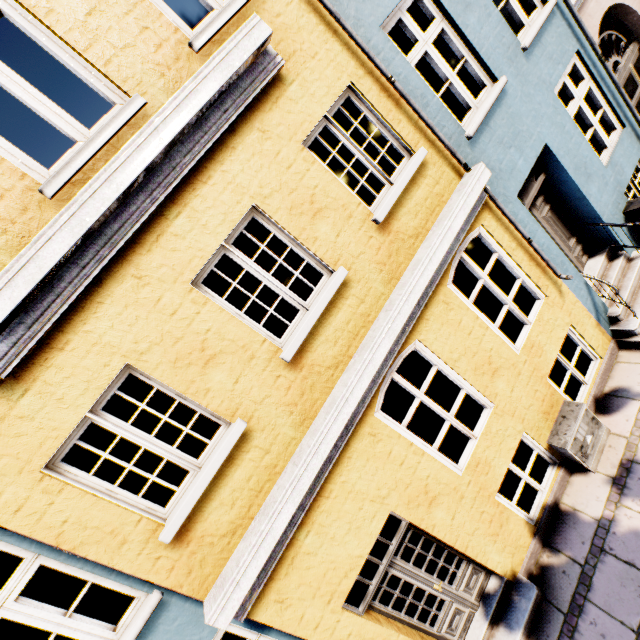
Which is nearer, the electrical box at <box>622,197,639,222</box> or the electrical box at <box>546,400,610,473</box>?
the electrical box at <box>546,400,610,473</box>

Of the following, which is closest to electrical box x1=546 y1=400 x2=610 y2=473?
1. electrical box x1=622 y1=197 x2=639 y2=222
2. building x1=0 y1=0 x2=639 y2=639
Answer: building x1=0 y1=0 x2=639 y2=639

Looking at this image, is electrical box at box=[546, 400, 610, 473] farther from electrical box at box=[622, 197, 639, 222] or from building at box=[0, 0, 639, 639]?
electrical box at box=[622, 197, 639, 222]

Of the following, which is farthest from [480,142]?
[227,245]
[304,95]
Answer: [227,245]

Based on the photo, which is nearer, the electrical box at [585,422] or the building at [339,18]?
the building at [339,18]

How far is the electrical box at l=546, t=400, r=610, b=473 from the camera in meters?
4.8

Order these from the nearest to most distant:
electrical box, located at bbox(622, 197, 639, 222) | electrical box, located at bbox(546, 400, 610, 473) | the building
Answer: the building → electrical box, located at bbox(546, 400, 610, 473) → electrical box, located at bbox(622, 197, 639, 222)

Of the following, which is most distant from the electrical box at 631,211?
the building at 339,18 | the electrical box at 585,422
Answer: the electrical box at 585,422
